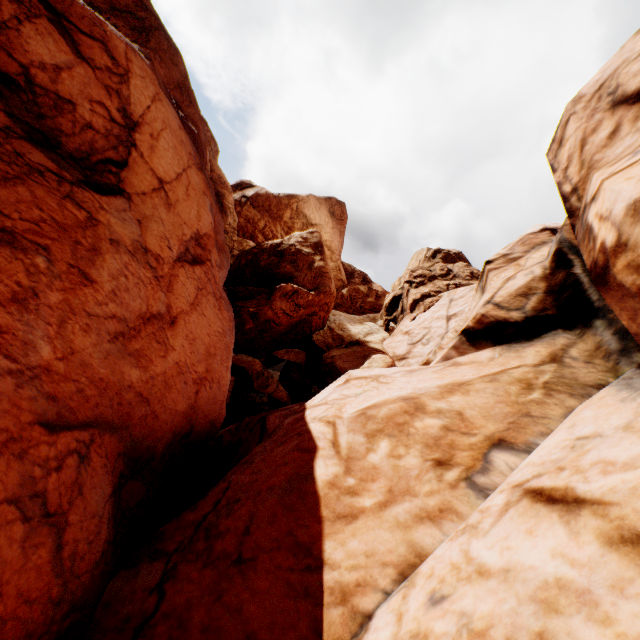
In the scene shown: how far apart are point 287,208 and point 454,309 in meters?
26.7
